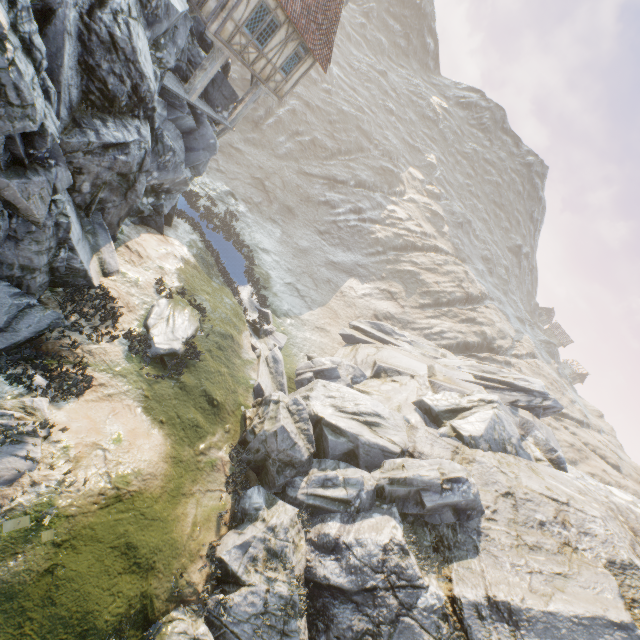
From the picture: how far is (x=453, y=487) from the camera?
13.32m

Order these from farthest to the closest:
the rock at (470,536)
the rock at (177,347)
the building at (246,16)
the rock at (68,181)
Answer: the building at (246,16)
the rock at (177,347)
the rock at (470,536)
the rock at (68,181)

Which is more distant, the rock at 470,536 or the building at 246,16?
the building at 246,16

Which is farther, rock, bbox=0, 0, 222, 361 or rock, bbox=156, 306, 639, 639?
rock, bbox=156, 306, 639, 639

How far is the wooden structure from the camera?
14.9 meters

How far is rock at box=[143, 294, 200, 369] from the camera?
12.5 meters

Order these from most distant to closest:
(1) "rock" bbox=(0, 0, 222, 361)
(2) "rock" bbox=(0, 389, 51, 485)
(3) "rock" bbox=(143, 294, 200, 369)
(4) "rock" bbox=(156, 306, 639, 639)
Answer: (3) "rock" bbox=(143, 294, 200, 369)
(4) "rock" bbox=(156, 306, 639, 639)
(2) "rock" bbox=(0, 389, 51, 485)
(1) "rock" bbox=(0, 0, 222, 361)
